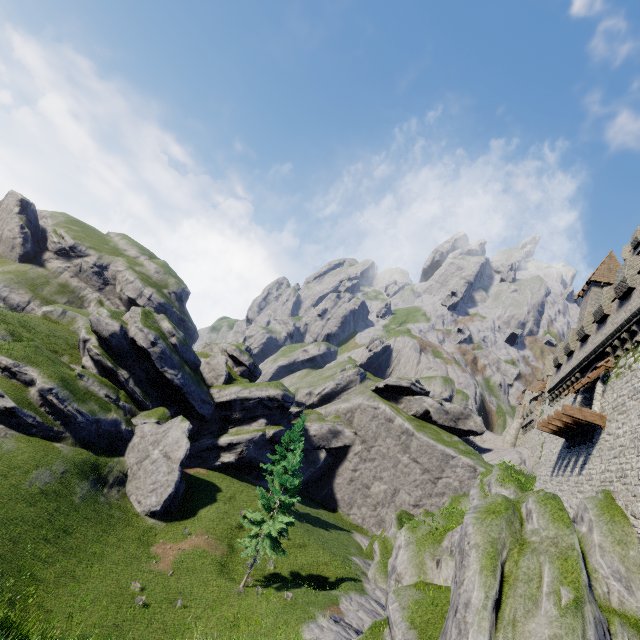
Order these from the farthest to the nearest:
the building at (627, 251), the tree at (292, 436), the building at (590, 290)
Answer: the tree at (292, 436) < the building at (590, 290) < the building at (627, 251)

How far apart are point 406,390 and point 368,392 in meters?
6.9 m

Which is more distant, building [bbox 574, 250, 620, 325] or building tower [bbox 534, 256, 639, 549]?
building [bbox 574, 250, 620, 325]

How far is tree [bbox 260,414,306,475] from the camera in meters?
37.7

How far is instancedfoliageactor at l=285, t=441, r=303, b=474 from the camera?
26.25m

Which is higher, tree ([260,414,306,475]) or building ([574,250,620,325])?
building ([574,250,620,325])

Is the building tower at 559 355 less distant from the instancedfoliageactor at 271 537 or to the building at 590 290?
the building at 590 290

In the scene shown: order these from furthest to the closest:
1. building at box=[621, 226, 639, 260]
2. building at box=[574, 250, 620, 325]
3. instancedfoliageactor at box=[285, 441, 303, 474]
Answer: building at box=[574, 250, 620, 325], building at box=[621, 226, 639, 260], instancedfoliageactor at box=[285, 441, 303, 474]
